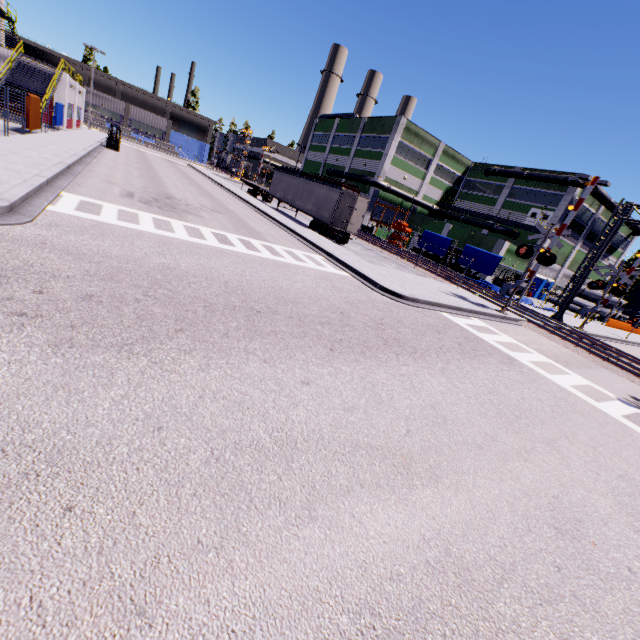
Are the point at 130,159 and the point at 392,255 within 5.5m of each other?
no

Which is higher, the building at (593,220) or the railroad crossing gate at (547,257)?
the building at (593,220)

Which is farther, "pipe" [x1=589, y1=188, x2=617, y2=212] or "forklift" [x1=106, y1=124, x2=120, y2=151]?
"pipe" [x1=589, y1=188, x2=617, y2=212]

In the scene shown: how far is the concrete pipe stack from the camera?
45.9 meters

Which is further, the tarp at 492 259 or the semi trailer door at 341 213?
the tarp at 492 259

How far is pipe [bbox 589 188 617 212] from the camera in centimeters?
3750cm

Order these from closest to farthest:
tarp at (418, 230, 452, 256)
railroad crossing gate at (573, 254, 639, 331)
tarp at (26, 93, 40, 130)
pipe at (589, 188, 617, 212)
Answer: tarp at (26, 93, 40, 130), railroad crossing gate at (573, 254, 639, 331), tarp at (418, 230, 452, 256), pipe at (589, 188, 617, 212)

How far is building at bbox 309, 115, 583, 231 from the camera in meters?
41.3 m
